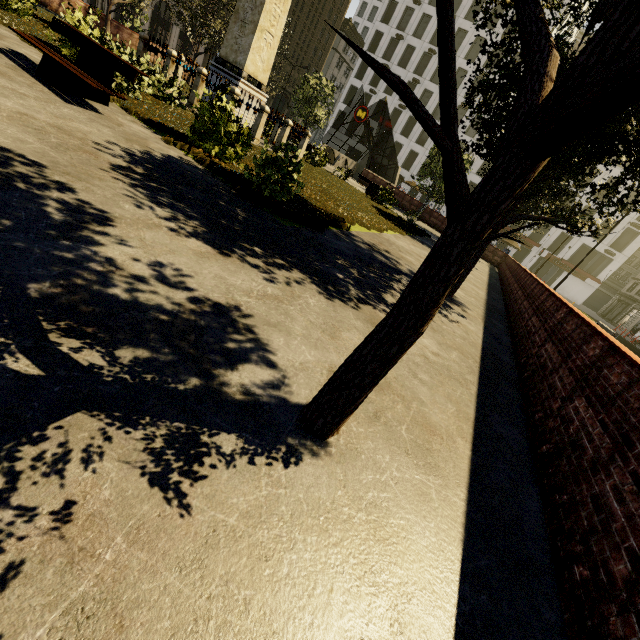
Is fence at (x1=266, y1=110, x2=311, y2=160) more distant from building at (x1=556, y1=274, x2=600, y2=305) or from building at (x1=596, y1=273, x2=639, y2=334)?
building at (x1=556, y1=274, x2=600, y2=305)

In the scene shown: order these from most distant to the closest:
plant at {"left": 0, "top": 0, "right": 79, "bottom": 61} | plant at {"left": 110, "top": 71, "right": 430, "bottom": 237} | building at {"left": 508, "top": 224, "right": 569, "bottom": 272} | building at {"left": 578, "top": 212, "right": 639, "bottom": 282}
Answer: building at {"left": 508, "top": 224, "right": 569, "bottom": 272} → building at {"left": 578, "top": 212, "right": 639, "bottom": 282} → plant at {"left": 0, "top": 0, "right": 79, "bottom": 61} → plant at {"left": 110, "top": 71, "right": 430, "bottom": 237}

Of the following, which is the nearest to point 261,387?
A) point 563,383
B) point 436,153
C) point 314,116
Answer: point 563,383

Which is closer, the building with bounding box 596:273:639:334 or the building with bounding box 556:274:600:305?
the building with bounding box 556:274:600:305

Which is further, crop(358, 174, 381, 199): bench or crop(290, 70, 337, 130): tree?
crop(290, 70, 337, 130): tree

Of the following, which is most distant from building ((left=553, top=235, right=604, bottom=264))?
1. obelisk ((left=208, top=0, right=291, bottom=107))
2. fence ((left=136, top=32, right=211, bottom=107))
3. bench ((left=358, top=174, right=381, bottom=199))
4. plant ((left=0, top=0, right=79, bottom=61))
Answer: obelisk ((left=208, top=0, right=291, bottom=107))

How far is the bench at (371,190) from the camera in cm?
1952

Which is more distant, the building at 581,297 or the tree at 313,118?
the building at 581,297
